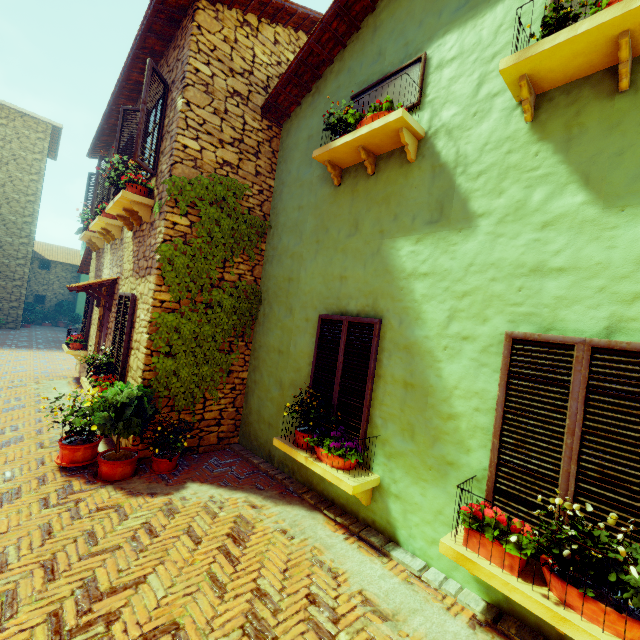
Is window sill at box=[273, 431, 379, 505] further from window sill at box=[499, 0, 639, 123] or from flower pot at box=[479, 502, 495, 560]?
window sill at box=[499, 0, 639, 123]

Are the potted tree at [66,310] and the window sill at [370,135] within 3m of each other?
no

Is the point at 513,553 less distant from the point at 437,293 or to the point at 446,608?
the point at 446,608

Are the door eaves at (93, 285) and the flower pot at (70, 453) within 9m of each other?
yes

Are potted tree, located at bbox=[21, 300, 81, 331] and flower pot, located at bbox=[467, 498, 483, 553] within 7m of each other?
no

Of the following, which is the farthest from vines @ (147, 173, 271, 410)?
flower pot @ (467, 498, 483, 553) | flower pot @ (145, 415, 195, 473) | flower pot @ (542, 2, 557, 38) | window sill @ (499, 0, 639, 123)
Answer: flower pot @ (467, 498, 483, 553)

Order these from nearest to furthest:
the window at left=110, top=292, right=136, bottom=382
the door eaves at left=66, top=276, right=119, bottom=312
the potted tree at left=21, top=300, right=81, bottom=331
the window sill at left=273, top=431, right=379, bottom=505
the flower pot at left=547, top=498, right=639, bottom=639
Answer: the flower pot at left=547, top=498, right=639, bottom=639, the window sill at left=273, top=431, right=379, bottom=505, the window at left=110, top=292, right=136, bottom=382, the door eaves at left=66, top=276, right=119, bottom=312, the potted tree at left=21, top=300, right=81, bottom=331

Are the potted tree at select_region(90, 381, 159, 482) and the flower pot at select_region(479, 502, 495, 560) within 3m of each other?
no
